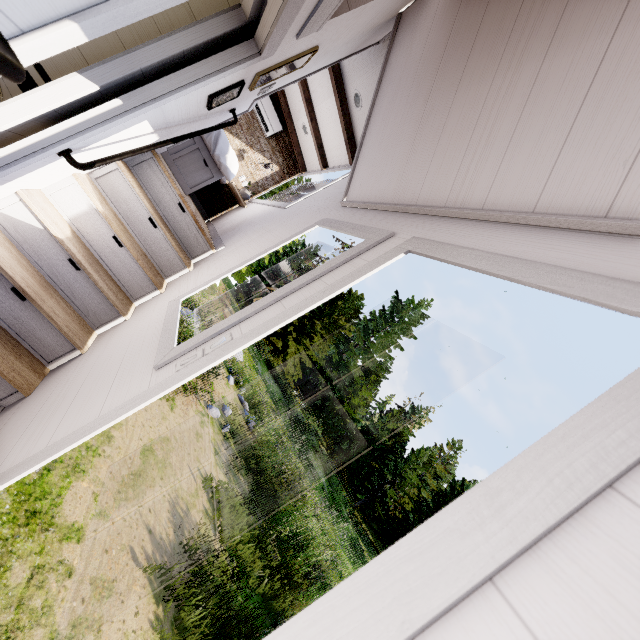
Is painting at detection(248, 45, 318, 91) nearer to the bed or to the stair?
the stair

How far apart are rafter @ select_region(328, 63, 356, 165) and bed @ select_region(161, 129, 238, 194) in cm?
141

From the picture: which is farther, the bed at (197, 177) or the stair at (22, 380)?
the bed at (197, 177)

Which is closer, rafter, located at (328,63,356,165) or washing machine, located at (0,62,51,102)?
washing machine, located at (0,62,51,102)

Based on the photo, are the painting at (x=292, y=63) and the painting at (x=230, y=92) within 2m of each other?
yes

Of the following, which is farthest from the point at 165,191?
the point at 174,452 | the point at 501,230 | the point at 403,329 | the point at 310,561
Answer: the point at 403,329

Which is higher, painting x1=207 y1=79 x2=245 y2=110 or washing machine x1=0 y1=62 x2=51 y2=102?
painting x1=207 y1=79 x2=245 y2=110

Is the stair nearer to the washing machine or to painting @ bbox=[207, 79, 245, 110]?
the washing machine
